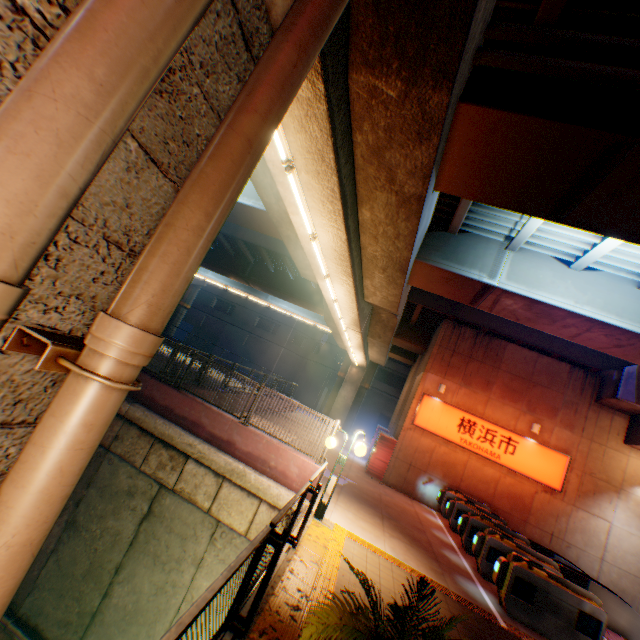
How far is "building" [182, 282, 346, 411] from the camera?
42.2m

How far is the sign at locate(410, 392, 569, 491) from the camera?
14.3m

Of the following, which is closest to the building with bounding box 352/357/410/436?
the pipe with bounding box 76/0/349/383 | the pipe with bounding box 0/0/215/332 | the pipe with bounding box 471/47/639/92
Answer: the pipe with bounding box 471/47/639/92

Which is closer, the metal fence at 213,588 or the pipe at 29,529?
the pipe at 29,529

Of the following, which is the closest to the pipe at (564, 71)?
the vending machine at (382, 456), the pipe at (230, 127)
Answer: the pipe at (230, 127)

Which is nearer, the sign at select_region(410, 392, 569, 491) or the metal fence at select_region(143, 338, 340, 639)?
the metal fence at select_region(143, 338, 340, 639)

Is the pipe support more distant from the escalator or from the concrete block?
the escalator

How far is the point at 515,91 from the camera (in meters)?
4.84
